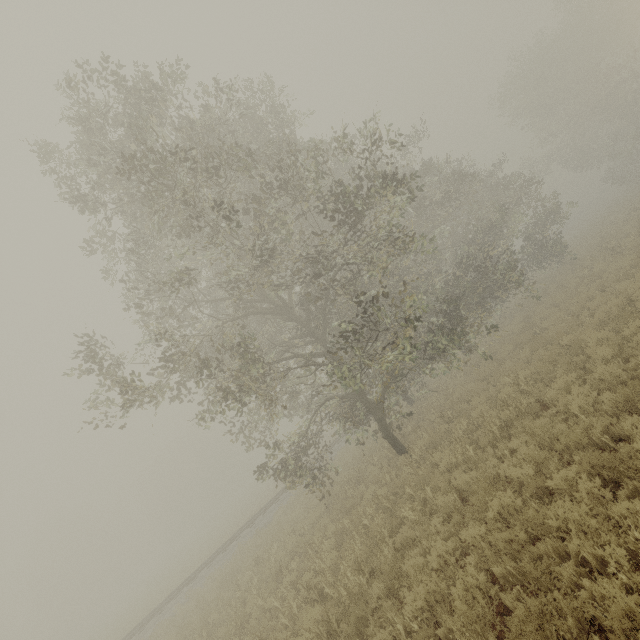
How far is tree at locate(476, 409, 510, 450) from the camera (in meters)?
8.43

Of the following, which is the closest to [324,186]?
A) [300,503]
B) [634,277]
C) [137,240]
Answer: [137,240]

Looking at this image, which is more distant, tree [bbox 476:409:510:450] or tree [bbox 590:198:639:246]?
tree [bbox 590:198:639:246]

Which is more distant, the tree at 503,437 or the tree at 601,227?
the tree at 601,227
